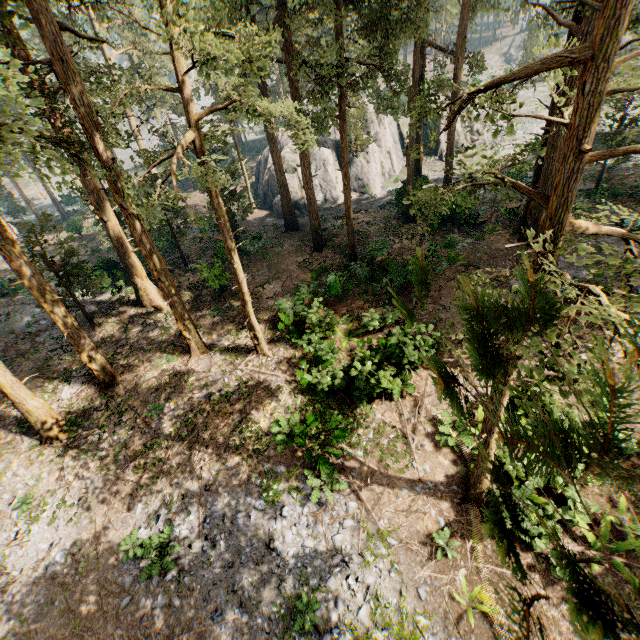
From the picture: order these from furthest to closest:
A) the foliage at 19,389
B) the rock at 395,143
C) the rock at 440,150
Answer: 1. the rock at 440,150
2. the rock at 395,143
3. the foliage at 19,389

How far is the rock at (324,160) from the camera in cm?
3703

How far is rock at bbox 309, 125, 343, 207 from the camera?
37.0m

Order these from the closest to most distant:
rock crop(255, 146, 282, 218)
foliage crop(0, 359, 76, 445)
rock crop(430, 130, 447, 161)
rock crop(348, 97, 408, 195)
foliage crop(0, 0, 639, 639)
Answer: foliage crop(0, 0, 639, 639) → foliage crop(0, 359, 76, 445) → rock crop(255, 146, 282, 218) → rock crop(348, 97, 408, 195) → rock crop(430, 130, 447, 161)

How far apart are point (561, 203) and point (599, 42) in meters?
2.0

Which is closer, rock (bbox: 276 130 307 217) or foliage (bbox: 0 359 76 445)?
foliage (bbox: 0 359 76 445)

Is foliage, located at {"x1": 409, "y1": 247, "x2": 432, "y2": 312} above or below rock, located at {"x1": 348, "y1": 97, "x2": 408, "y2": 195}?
above
